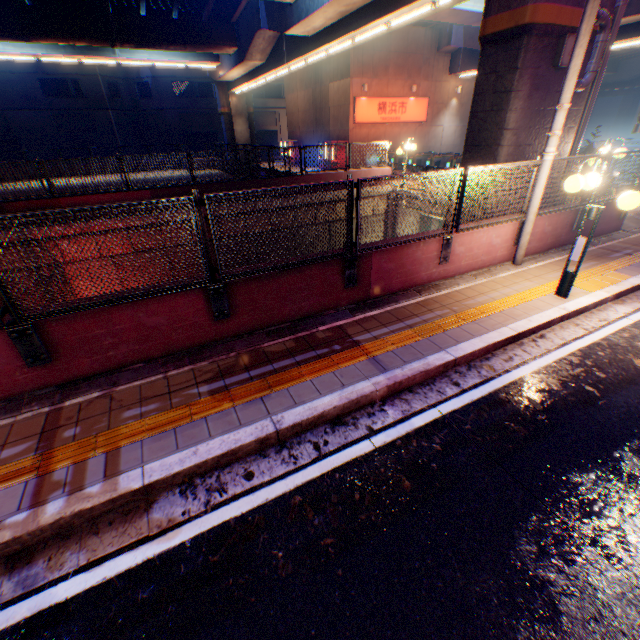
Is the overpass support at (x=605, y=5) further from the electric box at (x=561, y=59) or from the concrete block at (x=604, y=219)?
the concrete block at (x=604, y=219)

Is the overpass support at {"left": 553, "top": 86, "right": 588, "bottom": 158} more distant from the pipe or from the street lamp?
the street lamp

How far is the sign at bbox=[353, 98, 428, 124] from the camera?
23.0 meters

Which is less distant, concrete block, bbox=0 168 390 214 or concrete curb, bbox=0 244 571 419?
concrete curb, bbox=0 244 571 419

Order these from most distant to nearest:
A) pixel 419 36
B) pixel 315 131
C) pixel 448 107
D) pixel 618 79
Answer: pixel 618 79 → pixel 315 131 → pixel 448 107 → pixel 419 36

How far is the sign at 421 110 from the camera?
22.98m

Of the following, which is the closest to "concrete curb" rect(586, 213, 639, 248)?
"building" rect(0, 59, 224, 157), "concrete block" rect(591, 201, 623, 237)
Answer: "concrete block" rect(591, 201, 623, 237)

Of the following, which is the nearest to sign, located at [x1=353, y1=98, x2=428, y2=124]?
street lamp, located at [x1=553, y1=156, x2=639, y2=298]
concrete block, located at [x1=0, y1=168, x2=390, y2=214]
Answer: concrete block, located at [x1=0, y1=168, x2=390, y2=214]
